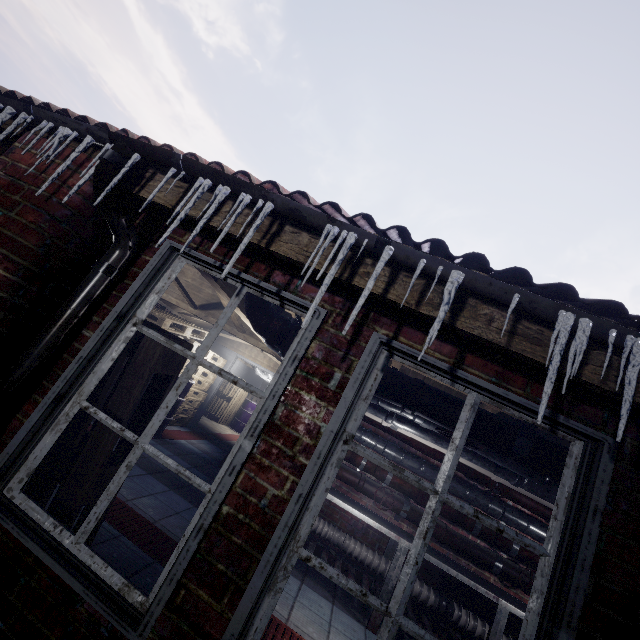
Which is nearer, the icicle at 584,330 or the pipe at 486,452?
the icicle at 584,330

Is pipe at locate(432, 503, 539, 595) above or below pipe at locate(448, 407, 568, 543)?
below

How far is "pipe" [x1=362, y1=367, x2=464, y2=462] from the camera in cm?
180

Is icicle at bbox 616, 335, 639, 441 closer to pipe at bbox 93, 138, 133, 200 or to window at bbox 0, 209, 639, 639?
window at bbox 0, 209, 639, 639

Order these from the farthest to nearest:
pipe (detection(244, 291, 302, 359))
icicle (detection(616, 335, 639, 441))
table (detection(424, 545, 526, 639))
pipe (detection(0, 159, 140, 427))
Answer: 1. table (detection(424, 545, 526, 639))
2. pipe (detection(244, 291, 302, 359))
3. pipe (detection(0, 159, 140, 427))
4. icicle (detection(616, 335, 639, 441))

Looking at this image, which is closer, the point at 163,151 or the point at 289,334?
the point at 163,151

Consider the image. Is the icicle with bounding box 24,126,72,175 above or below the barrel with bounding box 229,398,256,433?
above

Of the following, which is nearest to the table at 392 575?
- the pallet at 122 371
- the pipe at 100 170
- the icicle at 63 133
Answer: the pallet at 122 371
